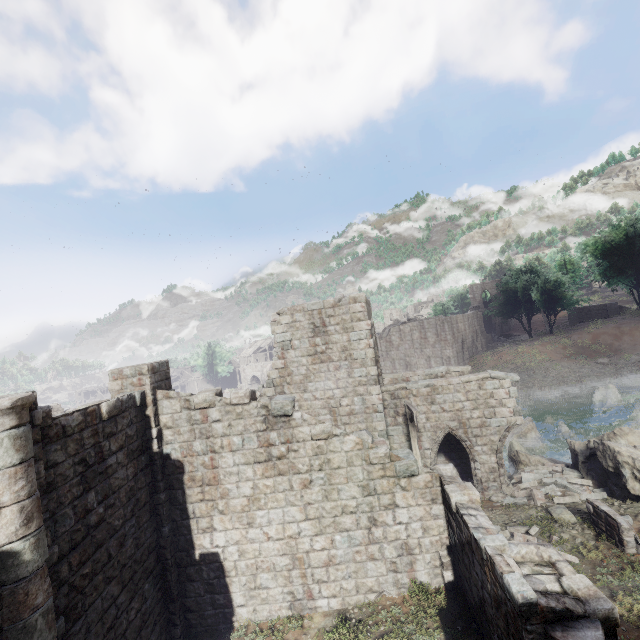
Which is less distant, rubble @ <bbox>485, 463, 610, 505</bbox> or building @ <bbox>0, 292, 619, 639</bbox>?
building @ <bbox>0, 292, 619, 639</bbox>

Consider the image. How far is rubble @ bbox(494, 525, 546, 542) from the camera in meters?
10.3 m

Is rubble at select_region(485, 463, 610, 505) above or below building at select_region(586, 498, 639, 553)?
below

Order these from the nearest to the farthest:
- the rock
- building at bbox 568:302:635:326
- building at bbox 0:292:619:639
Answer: building at bbox 0:292:619:639 < the rock < building at bbox 568:302:635:326

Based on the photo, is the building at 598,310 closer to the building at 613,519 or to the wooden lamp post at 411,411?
the wooden lamp post at 411,411

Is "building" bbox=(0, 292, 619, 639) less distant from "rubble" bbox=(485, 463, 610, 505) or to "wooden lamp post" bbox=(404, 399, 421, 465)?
"rubble" bbox=(485, 463, 610, 505)

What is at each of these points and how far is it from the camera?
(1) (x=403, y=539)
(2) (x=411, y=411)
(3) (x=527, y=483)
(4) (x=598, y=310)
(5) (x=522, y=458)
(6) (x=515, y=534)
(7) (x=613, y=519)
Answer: (1) building, 9.77m
(2) wooden lamp post, 13.05m
(3) rubble, 14.13m
(4) building, 48.28m
(5) rock, 17.12m
(6) rubble, 10.56m
(7) building, 9.65m

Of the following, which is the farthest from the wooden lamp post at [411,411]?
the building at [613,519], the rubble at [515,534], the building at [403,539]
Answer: the building at [613,519]
